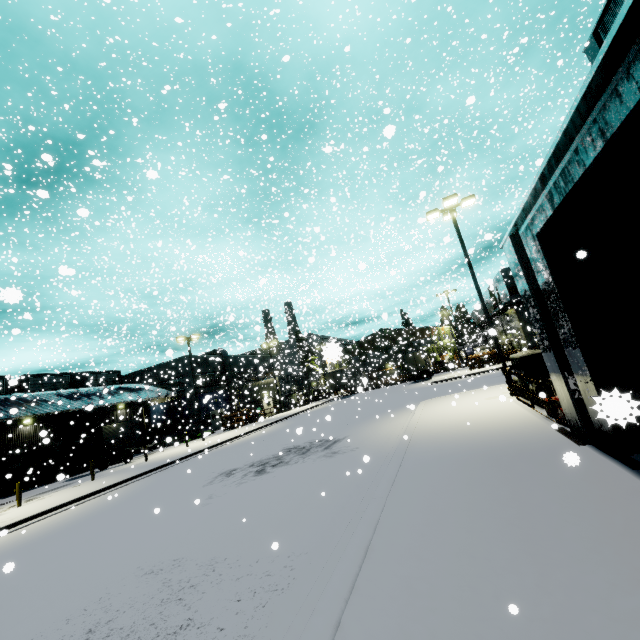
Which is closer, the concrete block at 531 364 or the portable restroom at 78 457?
the concrete block at 531 364

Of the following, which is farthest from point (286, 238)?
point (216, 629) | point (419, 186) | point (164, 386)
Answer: point (164, 386)

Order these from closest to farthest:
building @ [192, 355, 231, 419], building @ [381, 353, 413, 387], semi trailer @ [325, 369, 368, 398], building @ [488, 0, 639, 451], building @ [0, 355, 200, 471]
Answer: building @ [488, 0, 639, 451], semi trailer @ [325, 369, 368, 398], building @ [0, 355, 200, 471], building @ [192, 355, 231, 419], building @ [381, 353, 413, 387]

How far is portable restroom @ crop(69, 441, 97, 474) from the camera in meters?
28.5 m

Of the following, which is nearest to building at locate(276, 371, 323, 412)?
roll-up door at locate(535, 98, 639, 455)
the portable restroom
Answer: roll-up door at locate(535, 98, 639, 455)

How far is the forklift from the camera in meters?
25.9 m

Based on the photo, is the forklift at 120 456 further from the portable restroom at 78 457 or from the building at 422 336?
the portable restroom at 78 457

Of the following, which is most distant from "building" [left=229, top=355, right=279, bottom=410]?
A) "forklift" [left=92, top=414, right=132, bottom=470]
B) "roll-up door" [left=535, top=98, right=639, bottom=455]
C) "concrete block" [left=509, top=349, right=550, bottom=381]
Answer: "concrete block" [left=509, top=349, right=550, bottom=381]
